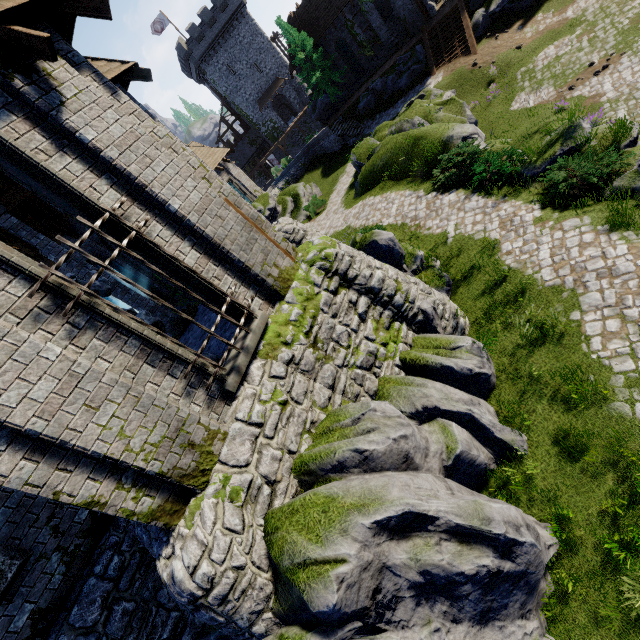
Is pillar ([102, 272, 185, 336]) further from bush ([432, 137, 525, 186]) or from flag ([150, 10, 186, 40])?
flag ([150, 10, 186, 40])

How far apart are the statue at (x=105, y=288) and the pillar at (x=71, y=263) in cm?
515

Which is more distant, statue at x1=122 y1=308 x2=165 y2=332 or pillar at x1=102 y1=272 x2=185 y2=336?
pillar at x1=102 y1=272 x2=185 y2=336

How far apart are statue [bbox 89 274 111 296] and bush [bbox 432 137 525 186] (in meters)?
12.01

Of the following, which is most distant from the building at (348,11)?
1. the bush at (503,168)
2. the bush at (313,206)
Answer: the bush at (503,168)

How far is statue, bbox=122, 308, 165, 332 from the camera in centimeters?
717cm

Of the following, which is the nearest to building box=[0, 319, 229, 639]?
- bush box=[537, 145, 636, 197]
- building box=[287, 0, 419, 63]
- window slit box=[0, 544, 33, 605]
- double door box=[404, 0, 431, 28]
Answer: window slit box=[0, 544, 33, 605]

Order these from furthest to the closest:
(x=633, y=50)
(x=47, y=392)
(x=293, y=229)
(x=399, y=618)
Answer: (x=633, y=50), (x=293, y=229), (x=399, y=618), (x=47, y=392)
